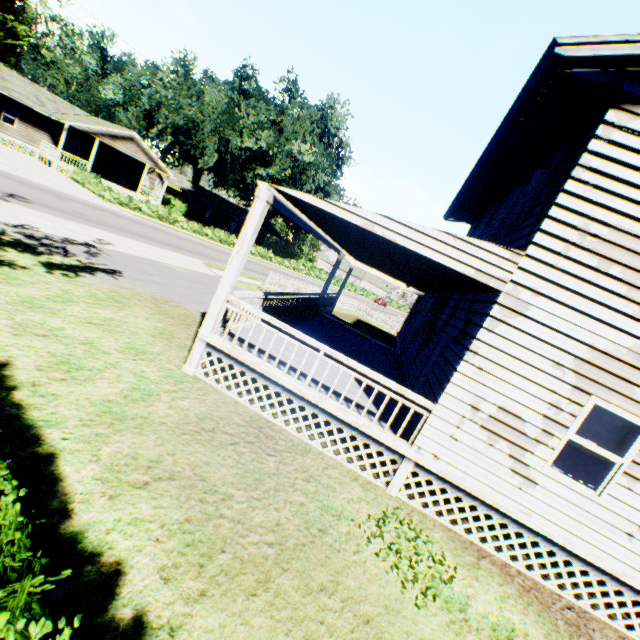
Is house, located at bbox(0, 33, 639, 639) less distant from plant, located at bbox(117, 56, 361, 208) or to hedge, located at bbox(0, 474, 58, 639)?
plant, located at bbox(117, 56, 361, 208)

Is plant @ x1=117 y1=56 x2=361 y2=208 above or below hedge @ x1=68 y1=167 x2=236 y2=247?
above

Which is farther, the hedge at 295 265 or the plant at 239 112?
the hedge at 295 265

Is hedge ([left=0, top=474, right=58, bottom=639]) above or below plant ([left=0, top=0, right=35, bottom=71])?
below

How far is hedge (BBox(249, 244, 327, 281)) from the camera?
42.2 meters

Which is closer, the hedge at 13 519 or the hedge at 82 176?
the hedge at 13 519

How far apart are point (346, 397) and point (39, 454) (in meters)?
5.42

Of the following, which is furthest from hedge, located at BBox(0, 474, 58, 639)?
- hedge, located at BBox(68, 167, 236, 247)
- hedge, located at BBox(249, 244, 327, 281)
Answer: hedge, located at BBox(249, 244, 327, 281)
